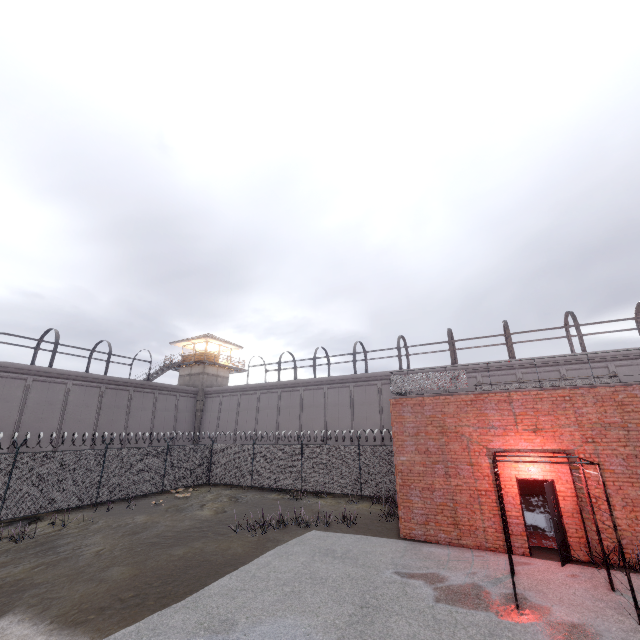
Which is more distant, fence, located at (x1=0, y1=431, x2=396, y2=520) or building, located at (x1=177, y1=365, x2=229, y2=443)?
building, located at (x1=177, y1=365, x2=229, y2=443)

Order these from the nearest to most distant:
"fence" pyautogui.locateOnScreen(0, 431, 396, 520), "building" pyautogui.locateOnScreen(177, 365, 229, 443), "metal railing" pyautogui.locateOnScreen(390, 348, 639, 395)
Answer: "metal railing" pyautogui.locateOnScreen(390, 348, 639, 395)
"fence" pyautogui.locateOnScreen(0, 431, 396, 520)
"building" pyautogui.locateOnScreen(177, 365, 229, 443)

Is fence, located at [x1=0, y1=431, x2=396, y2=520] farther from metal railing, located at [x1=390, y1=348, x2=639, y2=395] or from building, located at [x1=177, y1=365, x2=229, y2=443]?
building, located at [x1=177, y1=365, x2=229, y2=443]

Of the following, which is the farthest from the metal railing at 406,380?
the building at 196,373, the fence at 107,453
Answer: the building at 196,373

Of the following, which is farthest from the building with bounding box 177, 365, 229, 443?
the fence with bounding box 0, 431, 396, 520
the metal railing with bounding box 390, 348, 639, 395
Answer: the metal railing with bounding box 390, 348, 639, 395

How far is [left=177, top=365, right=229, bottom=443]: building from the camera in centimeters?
3434cm

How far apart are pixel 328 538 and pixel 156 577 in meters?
5.6 m

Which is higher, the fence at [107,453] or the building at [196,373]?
the building at [196,373]
